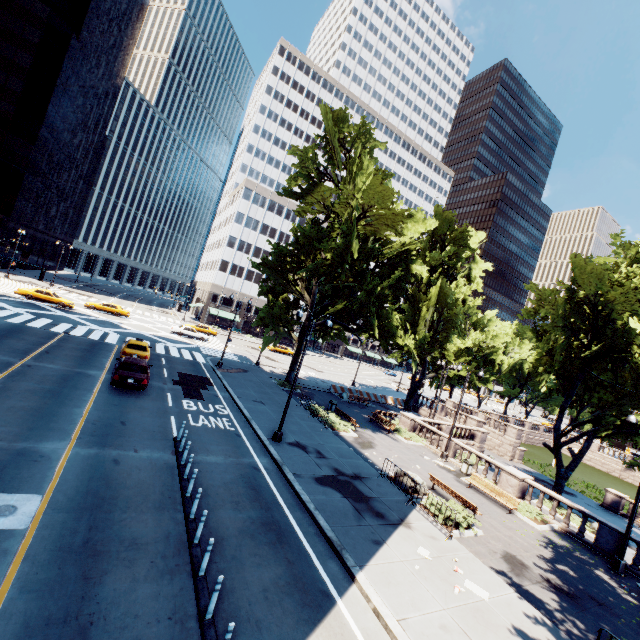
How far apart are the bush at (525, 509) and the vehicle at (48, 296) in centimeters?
4596cm

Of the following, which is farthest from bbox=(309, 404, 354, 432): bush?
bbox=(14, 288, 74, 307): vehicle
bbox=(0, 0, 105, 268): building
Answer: bbox=(0, 0, 105, 268): building

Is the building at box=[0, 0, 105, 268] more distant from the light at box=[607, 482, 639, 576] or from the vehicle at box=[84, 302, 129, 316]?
the light at box=[607, 482, 639, 576]

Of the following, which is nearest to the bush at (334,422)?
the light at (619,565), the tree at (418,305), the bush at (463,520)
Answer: the tree at (418,305)

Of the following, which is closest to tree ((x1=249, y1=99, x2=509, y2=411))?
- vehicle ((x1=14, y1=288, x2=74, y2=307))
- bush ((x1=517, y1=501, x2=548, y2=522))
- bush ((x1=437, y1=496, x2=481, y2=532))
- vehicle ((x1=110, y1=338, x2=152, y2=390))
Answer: bush ((x1=437, y1=496, x2=481, y2=532))

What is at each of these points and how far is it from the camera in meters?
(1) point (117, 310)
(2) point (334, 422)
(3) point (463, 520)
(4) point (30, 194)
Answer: (1) vehicle, 43.1 m
(2) bush, 23.1 m
(3) bush, 14.6 m
(4) building, 55.5 m

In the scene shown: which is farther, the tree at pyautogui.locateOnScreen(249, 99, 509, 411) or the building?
the building

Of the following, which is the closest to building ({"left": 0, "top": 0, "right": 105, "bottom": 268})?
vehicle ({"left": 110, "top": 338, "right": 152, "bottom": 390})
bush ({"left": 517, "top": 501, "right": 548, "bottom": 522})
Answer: vehicle ({"left": 110, "top": 338, "right": 152, "bottom": 390})
